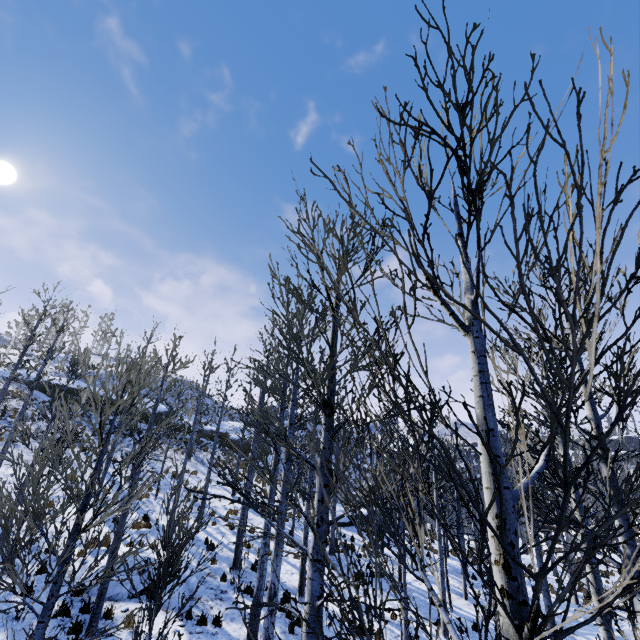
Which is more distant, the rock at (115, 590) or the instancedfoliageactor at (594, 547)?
the rock at (115, 590)

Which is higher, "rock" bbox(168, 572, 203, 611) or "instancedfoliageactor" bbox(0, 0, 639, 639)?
"instancedfoliageactor" bbox(0, 0, 639, 639)

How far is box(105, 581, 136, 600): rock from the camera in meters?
9.2 m

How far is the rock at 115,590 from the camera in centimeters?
921cm

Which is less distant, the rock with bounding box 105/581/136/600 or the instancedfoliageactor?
the instancedfoliageactor

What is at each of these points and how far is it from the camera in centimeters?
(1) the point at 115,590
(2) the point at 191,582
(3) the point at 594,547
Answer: (1) rock, 940cm
(2) rock, 1044cm
(3) instancedfoliageactor, 124cm
